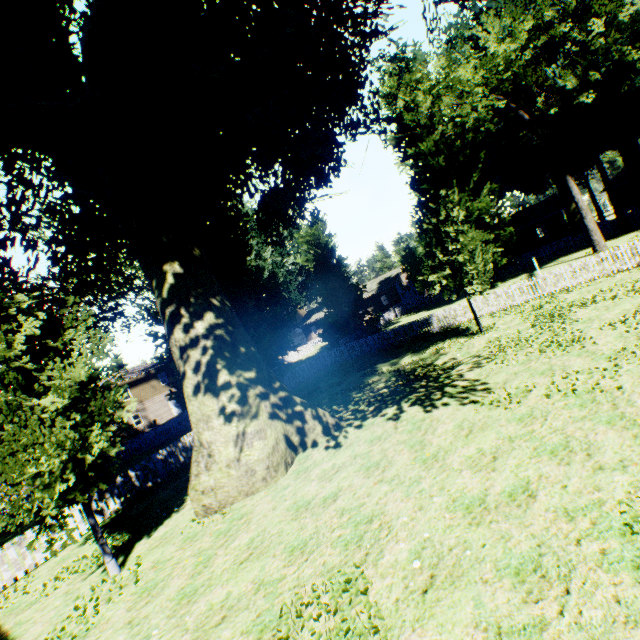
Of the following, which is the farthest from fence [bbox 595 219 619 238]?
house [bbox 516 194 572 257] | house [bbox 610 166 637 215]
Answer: house [bbox 610 166 637 215]

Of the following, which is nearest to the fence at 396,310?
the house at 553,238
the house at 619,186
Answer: the house at 553,238

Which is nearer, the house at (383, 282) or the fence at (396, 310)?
the fence at (396, 310)

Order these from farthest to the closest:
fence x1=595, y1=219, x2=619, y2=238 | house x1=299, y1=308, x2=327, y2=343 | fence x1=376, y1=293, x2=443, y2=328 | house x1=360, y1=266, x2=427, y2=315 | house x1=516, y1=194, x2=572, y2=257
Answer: house x1=299, y1=308, x2=327, y2=343 → house x1=360, y1=266, x2=427, y2=315 → fence x1=376, y1=293, x2=443, y2=328 → house x1=516, y1=194, x2=572, y2=257 → fence x1=595, y1=219, x2=619, y2=238

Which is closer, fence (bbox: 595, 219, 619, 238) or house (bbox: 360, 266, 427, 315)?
fence (bbox: 595, 219, 619, 238)

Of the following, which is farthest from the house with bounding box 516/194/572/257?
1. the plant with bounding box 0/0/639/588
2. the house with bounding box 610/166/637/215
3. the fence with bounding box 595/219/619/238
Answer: the house with bounding box 610/166/637/215

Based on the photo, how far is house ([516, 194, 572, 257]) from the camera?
39.7 meters

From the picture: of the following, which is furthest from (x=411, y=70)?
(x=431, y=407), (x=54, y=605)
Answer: (x=54, y=605)
